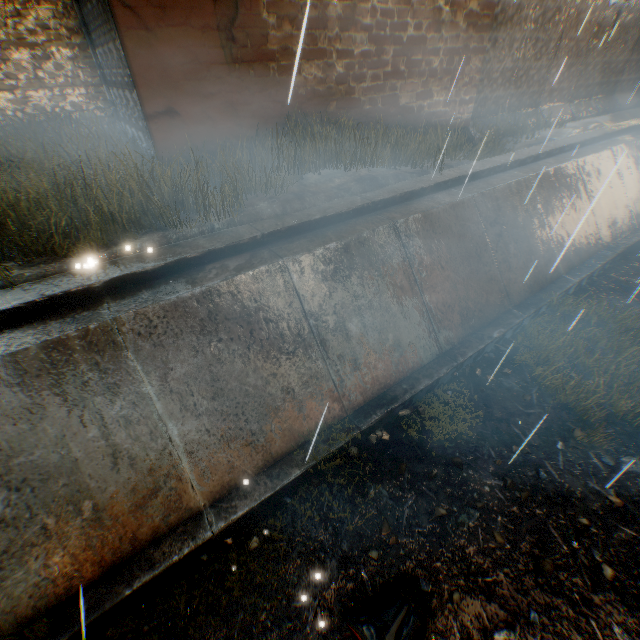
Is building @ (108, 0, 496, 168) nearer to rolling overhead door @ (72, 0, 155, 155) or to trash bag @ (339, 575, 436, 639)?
rolling overhead door @ (72, 0, 155, 155)

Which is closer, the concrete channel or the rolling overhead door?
the concrete channel

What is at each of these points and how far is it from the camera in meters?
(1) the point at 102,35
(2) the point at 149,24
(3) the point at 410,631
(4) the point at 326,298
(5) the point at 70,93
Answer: (1) rolling overhead door, 5.6
(2) building, 4.4
(3) trash bag, 3.1
(4) concrete channel, 4.7
(5) building, 6.7

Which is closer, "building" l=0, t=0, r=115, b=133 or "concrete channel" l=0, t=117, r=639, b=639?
"concrete channel" l=0, t=117, r=639, b=639

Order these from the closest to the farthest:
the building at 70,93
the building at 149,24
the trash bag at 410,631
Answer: the trash bag at 410,631 → the building at 149,24 → the building at 70,93

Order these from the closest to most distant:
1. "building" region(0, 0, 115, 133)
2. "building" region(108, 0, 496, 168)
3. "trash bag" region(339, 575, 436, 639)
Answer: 1. "trash bag" region(339, 575, 436, 639)
2. "building" region(108, 0, 496, 168)
3. "building" region(0, 0, 115, 133)

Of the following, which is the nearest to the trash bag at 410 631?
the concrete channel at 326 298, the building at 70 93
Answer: the concrete channel at 326 298
